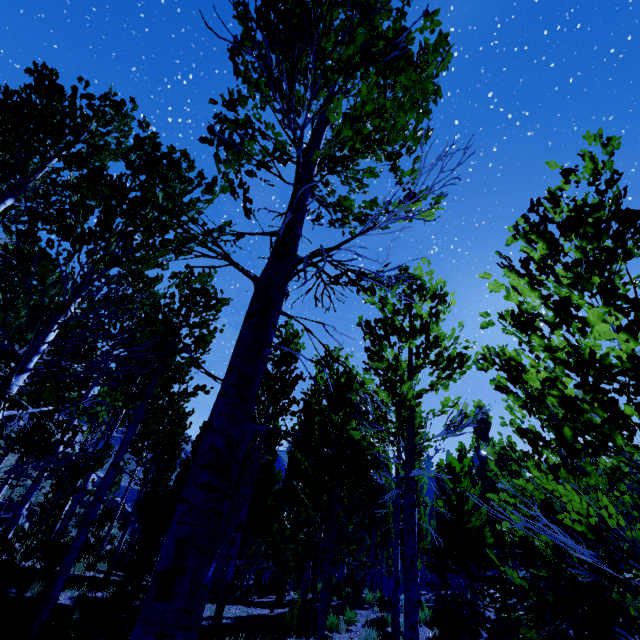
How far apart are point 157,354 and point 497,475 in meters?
20.6 m
